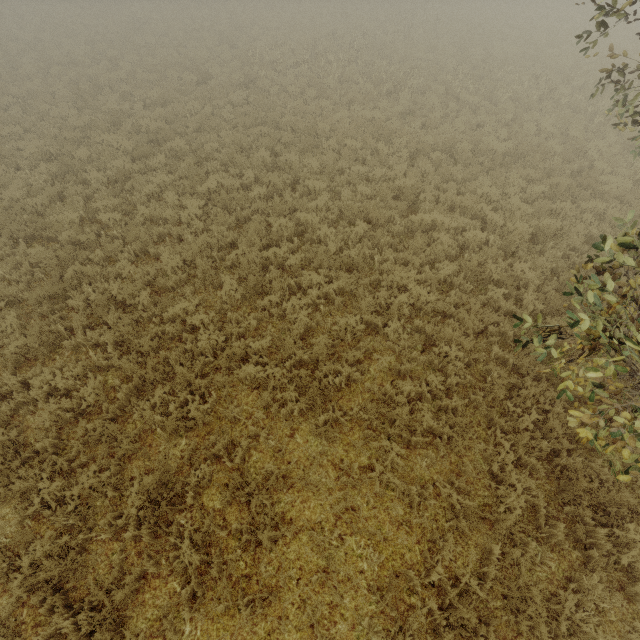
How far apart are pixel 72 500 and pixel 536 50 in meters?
27.4 m
